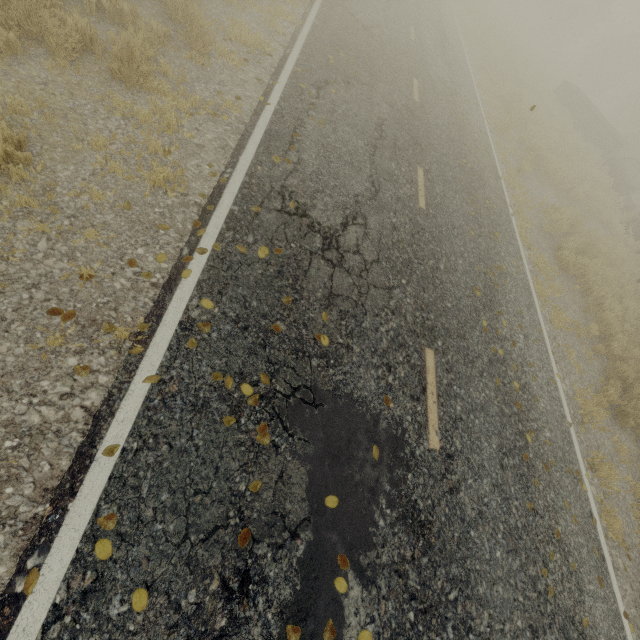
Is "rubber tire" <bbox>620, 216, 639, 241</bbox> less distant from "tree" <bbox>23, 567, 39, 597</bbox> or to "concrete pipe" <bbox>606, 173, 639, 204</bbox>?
"concrete pipe" <bbox>606, 173, 639, 204</bbox>

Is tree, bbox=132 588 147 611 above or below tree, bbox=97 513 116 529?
above

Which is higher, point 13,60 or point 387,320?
point 387,320

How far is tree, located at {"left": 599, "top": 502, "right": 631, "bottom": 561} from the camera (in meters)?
5.46

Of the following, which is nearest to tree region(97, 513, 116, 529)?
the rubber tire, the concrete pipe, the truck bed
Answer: the truck bed

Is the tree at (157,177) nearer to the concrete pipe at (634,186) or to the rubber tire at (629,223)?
the concrete pipe at (634,186)

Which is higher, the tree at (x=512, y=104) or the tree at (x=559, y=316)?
the tree at (x=512, y=104)
